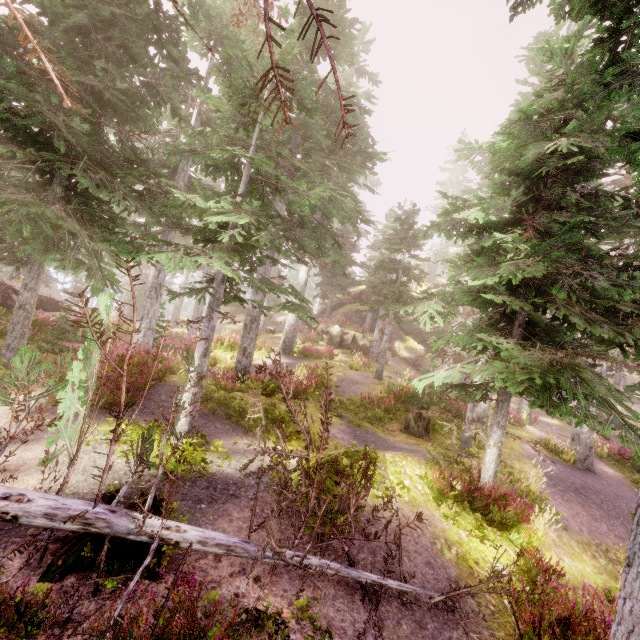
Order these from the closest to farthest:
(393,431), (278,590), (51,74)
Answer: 1. (51,74)
2. (278,590)
3. (393,431)

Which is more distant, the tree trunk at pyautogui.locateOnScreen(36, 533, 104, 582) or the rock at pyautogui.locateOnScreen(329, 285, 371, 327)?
the rock at pyautogui.locateOnScreen(329, 285, 371, 327)

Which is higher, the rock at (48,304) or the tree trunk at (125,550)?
the rock at (48,304)

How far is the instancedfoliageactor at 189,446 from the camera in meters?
6.2

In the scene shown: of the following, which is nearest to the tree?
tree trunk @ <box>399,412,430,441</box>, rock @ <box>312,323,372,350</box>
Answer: tree trunk @ <box>399,412,430,441</box>

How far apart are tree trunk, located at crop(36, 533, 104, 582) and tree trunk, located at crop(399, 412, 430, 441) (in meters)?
10.47

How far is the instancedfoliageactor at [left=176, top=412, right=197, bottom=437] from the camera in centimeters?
691cm

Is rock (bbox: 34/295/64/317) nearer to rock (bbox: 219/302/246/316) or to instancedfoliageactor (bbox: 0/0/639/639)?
instancedfoliageactor (bbox: 0/0/639/639)
